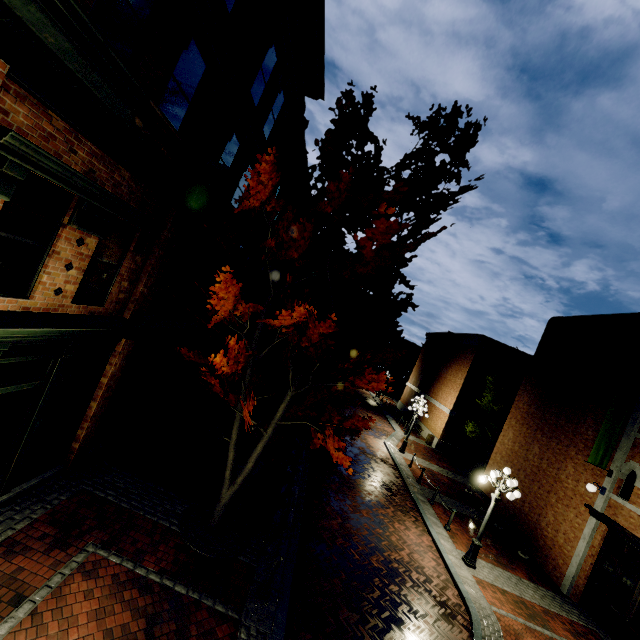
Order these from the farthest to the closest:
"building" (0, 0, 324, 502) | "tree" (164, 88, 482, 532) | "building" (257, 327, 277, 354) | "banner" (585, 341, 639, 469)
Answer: "building" (257, 327, 277, 354), "banner" (585, 341, 639, 469), "tree" (164, 88, 482, 532), "building" (0, 0, 324, 502)

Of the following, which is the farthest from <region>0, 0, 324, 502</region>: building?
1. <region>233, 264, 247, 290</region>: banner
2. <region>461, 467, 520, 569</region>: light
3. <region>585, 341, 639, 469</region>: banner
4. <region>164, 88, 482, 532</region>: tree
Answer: <region>585, 341, 639, 469</region>: banner

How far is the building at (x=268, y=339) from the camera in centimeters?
2872cm

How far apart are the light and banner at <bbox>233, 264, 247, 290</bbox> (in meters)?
11.40

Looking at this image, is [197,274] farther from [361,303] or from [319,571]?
[361,303]

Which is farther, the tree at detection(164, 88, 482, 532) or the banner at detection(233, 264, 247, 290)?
the banner at detection(233, 264, 247, 290)

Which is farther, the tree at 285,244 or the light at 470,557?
A: the light at 470,557
